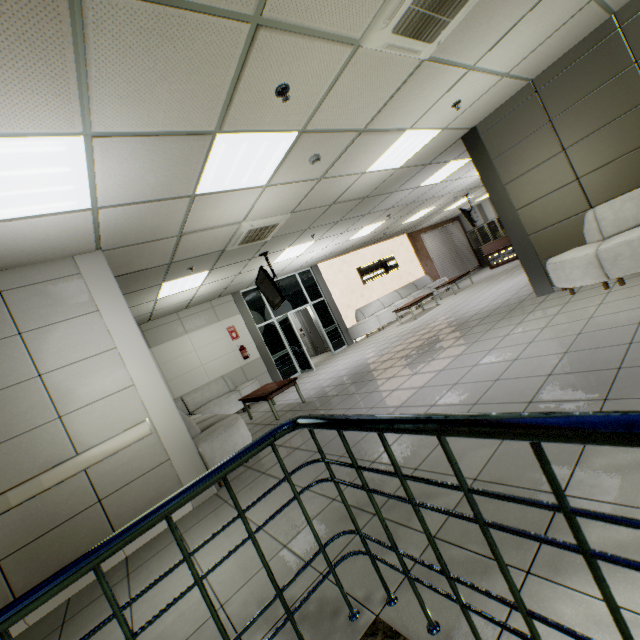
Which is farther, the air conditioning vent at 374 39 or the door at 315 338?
the door at 315 338

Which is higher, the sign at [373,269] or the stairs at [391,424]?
the sign at [373,269]

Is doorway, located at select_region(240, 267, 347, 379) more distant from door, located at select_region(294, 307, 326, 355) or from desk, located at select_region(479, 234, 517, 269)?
desk, located at select_region(479, 234, 517, 269)

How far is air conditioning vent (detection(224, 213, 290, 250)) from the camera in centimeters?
527cm

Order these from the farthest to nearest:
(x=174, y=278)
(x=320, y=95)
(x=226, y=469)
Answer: (x=174, y=278), (x=320, y=95), (x=226, y=469)

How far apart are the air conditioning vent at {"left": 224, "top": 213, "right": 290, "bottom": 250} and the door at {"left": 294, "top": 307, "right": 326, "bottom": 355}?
6.3 meters

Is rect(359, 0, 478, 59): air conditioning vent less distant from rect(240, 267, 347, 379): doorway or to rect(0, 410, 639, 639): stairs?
rect(0, 410, 639, 639): stairs

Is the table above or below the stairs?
below
